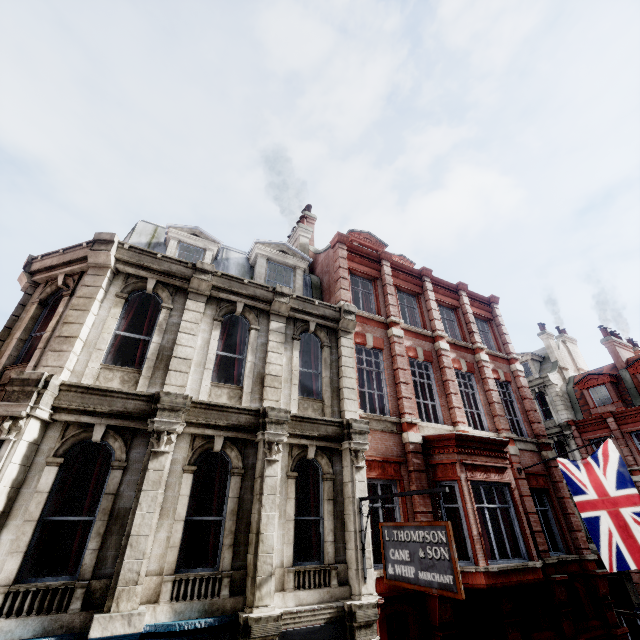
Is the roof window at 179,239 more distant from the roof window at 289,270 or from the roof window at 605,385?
the roof window at 605,385

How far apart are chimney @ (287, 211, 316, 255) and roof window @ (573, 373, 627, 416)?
24.57m

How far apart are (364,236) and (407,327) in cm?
655

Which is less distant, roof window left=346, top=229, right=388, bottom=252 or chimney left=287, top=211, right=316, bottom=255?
chimney left=287, top=211, right=316, bottom=255

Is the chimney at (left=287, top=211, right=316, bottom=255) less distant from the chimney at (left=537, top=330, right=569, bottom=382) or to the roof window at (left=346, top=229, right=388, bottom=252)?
the roof window at (left=346, top=229, right=388, bottom=252)

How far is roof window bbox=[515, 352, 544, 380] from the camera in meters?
29.5 m

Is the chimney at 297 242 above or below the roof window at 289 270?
above

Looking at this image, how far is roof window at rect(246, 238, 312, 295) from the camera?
12.5 meters
